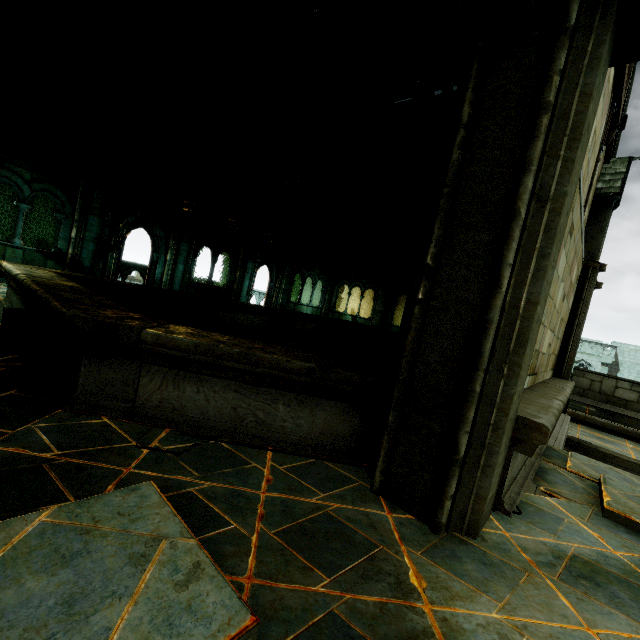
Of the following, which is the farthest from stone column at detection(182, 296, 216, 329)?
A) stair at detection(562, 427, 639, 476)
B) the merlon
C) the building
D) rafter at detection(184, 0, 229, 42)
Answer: the building

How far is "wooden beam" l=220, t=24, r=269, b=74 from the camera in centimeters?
880cm

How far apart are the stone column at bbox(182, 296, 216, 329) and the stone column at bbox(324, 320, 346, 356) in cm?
550

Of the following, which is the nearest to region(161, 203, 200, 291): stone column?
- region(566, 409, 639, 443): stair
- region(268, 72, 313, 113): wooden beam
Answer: region(268, 72, 313, 113): wooden beam

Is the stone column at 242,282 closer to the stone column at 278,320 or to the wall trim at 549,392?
the stone column at 278,320

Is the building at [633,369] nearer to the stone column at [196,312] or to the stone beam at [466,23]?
the stone beam at [466,23]

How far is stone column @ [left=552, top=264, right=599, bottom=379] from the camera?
8.1m

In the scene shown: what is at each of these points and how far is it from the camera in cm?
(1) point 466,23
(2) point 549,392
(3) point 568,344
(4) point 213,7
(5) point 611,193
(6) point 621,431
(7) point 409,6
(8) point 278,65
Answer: (1) stone beam, 237
(2) wall trim, 476
(3) stone column, 813
(4) rafter, 827
(5) merlon, 980
(6) stair, 920
(7) wooden beam, 687
(8) rafter, 956
